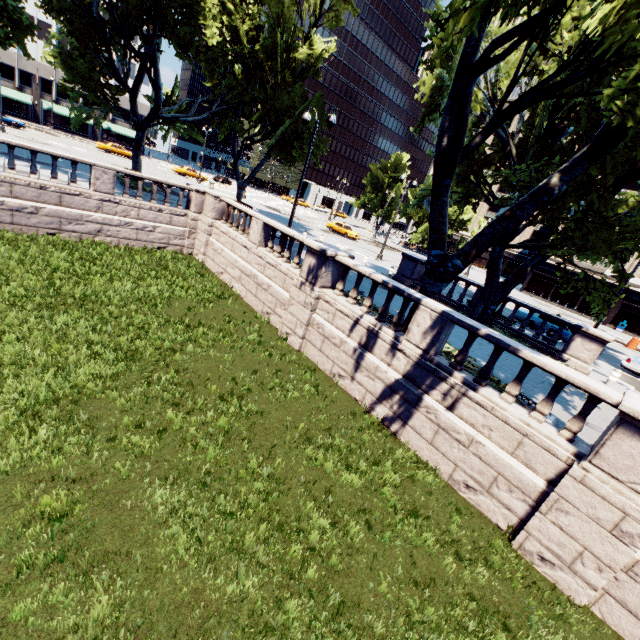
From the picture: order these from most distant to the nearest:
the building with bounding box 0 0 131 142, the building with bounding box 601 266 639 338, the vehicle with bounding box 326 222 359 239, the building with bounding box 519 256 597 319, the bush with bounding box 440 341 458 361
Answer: the building with bounding box 0 0 131 142 → the building with bounding box 519 256 597 319 → the vehicle with bounding box 326 222 359 239 → the building with bounding box 601 266 639 338 → the bush with bounding box 440 341 458 361

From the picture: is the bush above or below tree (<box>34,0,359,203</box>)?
below

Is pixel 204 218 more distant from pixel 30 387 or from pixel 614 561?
pixel 614 561

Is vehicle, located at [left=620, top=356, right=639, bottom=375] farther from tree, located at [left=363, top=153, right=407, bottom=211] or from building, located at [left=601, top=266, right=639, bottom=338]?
building, located at [left=601, top=266, right=639, bottom=338]

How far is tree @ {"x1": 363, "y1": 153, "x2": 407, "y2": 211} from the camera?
57.03m

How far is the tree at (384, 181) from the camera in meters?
57.0 m

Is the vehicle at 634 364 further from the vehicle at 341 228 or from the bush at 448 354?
the vehicle at 341 228

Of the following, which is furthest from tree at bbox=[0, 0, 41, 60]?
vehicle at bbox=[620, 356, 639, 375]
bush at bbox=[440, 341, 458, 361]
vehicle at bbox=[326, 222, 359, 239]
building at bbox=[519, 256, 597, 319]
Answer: vehicle at bbox=[326, 222, 359, 239]
